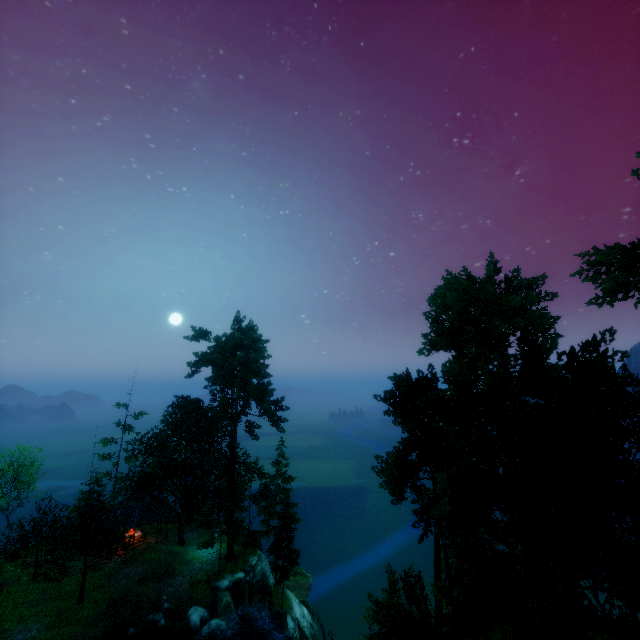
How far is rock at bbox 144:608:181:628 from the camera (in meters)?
24.66

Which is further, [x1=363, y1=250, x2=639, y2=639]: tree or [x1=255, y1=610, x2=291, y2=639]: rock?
[x1=255, y1=610, x2=291, y2=639]: rock

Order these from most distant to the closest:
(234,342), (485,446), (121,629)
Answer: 1. (234,342)
2. (121,629)
3. (485,446)

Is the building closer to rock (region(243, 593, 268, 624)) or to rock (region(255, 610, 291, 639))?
rock (region(243, 593, 268, 624))

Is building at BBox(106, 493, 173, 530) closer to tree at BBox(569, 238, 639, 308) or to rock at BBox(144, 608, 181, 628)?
tree at BBox(569, 238, 639, 308)

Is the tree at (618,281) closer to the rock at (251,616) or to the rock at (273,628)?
the rock at (251,616)

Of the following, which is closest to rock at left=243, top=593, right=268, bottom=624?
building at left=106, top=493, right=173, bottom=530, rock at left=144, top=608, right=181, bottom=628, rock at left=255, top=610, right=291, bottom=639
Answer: rock at left=255, top=610, right=291, bottom=639

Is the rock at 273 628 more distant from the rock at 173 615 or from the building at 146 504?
the building at 146 504
